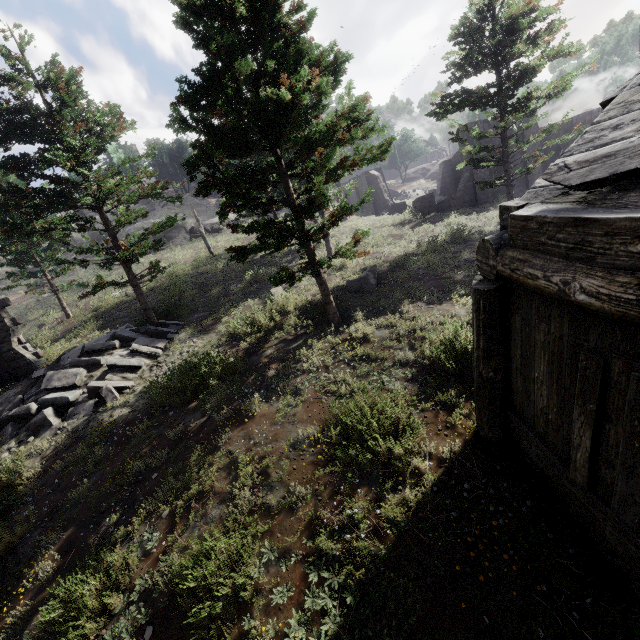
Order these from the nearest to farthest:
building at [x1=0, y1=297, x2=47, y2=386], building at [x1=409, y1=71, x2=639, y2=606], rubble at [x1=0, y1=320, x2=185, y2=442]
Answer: building at [x1=409, y1=71, x2=639, y2=606], rubble at [x1=0, y1=320, x2=185, y2=442], building at [x1=0, y1=297, x2=47, y2=386]

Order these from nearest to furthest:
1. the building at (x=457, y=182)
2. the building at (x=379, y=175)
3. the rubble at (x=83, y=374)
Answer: the building at (x=457, y=182)
the rubble at (x=83, y=374)
the building at (x=379, y=175)

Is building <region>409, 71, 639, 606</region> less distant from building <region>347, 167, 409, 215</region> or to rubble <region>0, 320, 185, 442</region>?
rubble <region>0, 320, 185, 442</region>

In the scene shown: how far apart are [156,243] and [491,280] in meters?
15.7

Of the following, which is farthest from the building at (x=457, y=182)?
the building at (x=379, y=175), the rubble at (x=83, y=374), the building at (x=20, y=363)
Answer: the building at (x=379, y=175)

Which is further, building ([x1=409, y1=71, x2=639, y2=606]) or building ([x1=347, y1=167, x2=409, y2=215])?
building ([x1=347, y1=167, x2=409, y2=215])

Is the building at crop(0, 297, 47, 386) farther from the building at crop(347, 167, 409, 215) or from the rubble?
the building at crop(347, 167, 409, 215)

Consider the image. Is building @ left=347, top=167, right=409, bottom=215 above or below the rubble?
above
